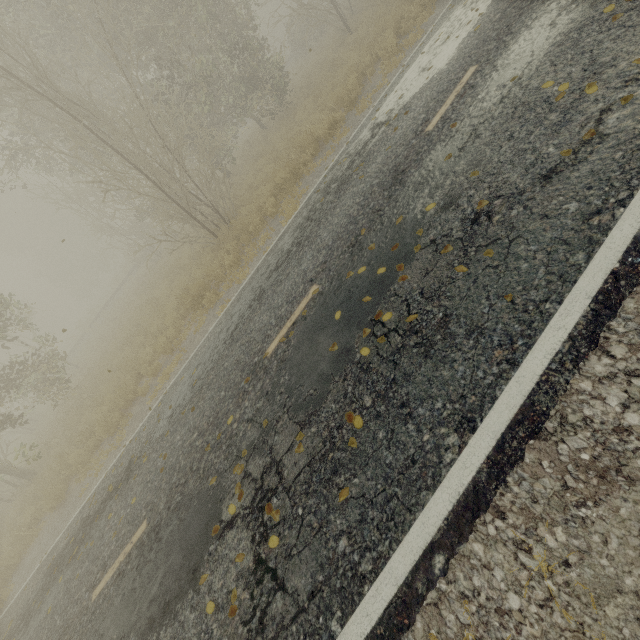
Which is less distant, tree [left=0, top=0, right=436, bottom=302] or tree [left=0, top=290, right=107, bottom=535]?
tree [left=0, top=0, right=436, bottom=302]

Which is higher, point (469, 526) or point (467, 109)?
point (467, 109)

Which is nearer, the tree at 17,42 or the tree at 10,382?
the tree at 17,42
